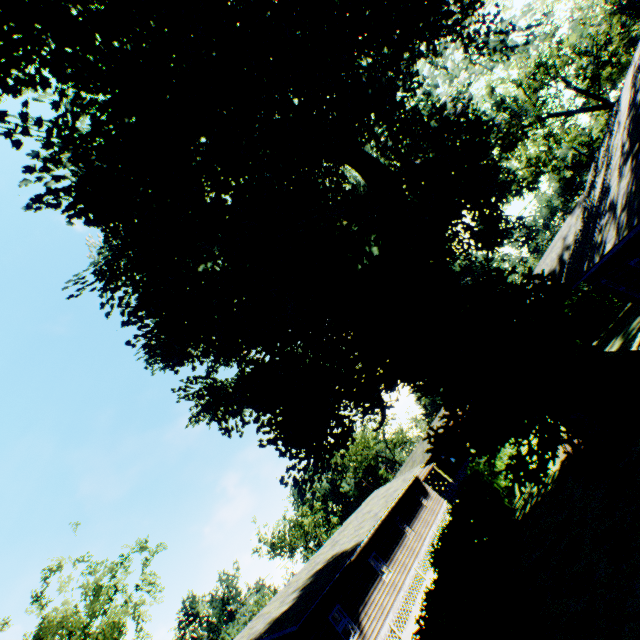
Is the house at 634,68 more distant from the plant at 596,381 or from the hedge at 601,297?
the hedge at 601,297

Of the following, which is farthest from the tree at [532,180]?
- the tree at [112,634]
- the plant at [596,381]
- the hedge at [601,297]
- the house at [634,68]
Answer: the tree at [112,634]

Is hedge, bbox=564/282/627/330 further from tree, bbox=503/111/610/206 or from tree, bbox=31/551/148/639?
tree, bbox=31/551/148/639

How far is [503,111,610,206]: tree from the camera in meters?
41.3

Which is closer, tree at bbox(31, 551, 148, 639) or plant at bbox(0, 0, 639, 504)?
plant at bbox(0, 0, 639, 504)

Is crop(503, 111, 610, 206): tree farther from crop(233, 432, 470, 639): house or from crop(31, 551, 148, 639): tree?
crop(31, 551, 148, 639): tree

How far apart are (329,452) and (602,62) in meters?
38.6

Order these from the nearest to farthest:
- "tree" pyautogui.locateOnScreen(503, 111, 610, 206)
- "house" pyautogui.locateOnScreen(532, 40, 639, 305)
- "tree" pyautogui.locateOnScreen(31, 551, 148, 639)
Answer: "house" pyautogui.locateOnScreen(532, 40, 639, 305) < "tree" pyautogui.locateOnScreen(31, 551, 148, 639) < "tree" pyautogui.locateOnScreen(503, 111, 610, 206)
